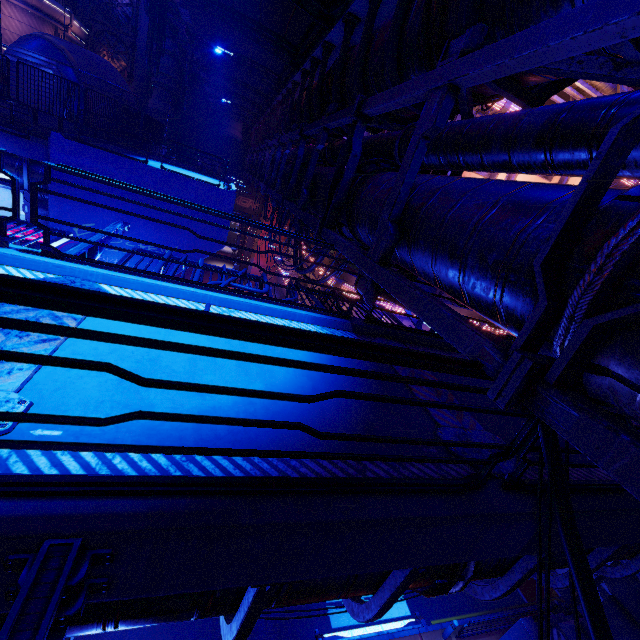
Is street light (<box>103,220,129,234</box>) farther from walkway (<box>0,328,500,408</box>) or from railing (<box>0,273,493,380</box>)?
railing (<box>0,273,493,380</box>)

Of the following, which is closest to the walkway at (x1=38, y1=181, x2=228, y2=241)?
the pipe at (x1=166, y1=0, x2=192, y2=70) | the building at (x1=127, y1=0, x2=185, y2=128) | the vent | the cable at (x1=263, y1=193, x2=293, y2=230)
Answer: the pipe at (x1=166, y1=0, x2=192, y2=70)

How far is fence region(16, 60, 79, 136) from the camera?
15.02m

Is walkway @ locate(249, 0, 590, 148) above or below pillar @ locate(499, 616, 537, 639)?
above

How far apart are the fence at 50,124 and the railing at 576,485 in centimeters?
2239cm

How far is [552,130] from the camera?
3.2m

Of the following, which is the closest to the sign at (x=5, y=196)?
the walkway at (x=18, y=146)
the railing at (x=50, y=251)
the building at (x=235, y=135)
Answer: the walkway at (x=18, y=146)

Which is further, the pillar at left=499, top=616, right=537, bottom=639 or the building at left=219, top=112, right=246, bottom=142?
the building at left=219, top=112, right=246, bottom=142
